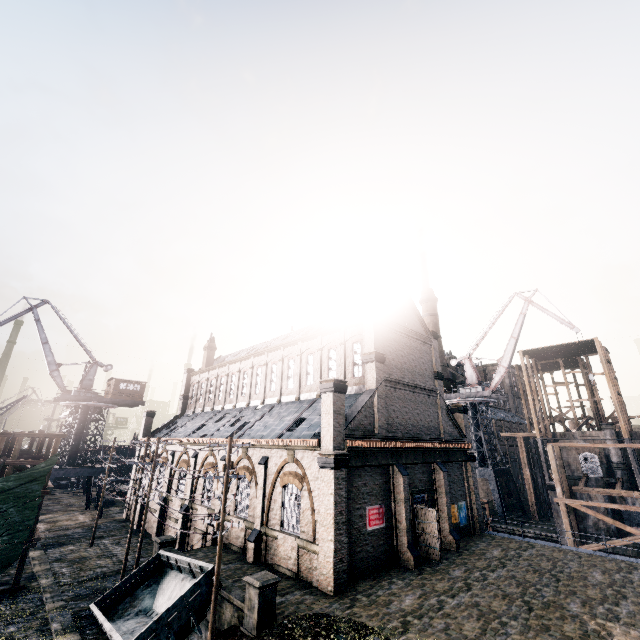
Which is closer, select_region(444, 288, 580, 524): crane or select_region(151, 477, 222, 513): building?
select_region(151, 477, 222, 513): building

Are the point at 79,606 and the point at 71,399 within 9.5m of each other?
no

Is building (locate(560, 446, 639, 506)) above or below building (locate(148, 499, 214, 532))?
above

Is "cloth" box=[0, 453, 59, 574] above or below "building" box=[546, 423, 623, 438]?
below

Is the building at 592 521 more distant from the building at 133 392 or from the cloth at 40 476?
the cloth at 40 476

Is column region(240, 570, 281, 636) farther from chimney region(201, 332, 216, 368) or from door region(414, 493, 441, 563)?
chimney region(201, 332, 216, 368)

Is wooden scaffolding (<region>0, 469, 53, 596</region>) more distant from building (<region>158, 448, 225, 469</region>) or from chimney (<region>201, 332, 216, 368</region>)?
chimney (<region>201, 332, 216, 368</region>)

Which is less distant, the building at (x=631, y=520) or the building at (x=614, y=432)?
the building at (x=631, y=520)
